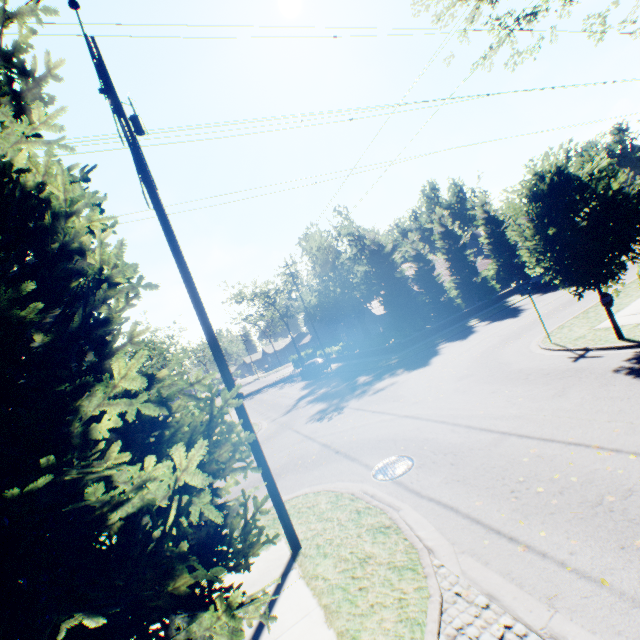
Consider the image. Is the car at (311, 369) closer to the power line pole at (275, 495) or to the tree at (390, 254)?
the tree at (390, 254)

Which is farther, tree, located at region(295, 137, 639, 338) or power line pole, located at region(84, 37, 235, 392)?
tree, located at region(295, 137, 639, 338)

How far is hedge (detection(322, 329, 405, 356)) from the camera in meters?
26.9 m

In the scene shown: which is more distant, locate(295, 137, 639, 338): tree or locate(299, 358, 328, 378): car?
locate(299, 358, 328, 378): car

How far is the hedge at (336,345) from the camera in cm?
2688

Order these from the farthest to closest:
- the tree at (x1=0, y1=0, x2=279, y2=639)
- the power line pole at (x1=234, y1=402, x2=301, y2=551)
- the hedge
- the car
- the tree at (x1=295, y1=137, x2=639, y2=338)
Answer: the car → the hedge → the tree at (x1=295, y1=137, x2=639, y2=338) → the power line pole at (x1=234, y1=402, x2=301, y2=551) → the tree at (x1=0, y1=0, x2=279, y2=639)

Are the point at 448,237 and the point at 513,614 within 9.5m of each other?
no

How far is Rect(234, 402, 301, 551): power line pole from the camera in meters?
6.4 m
